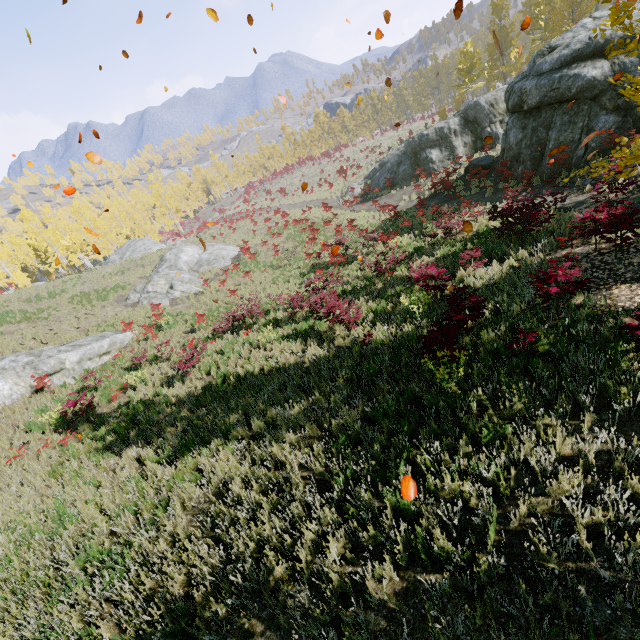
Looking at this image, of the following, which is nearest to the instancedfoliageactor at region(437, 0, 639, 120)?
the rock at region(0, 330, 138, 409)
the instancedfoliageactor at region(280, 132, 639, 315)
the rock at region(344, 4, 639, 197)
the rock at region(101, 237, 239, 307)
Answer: the rock at region(344, 4, 639, 197)

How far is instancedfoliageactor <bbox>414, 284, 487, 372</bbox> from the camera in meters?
5.8

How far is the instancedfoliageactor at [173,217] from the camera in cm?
5034

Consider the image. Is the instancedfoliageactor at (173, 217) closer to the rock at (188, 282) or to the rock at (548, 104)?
the rock at (548, 104)

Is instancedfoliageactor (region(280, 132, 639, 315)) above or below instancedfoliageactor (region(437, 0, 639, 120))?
below

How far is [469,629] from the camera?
3.0m

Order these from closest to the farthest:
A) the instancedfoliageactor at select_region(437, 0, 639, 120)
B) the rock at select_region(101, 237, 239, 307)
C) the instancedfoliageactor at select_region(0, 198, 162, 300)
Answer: the rock at select_region(101, 237, 239, 307)
the instancedfoliageactor at select_region(437, 0, 639, 120)
the instancedfoliageactor at select_region(0, 198, 162, 300)
